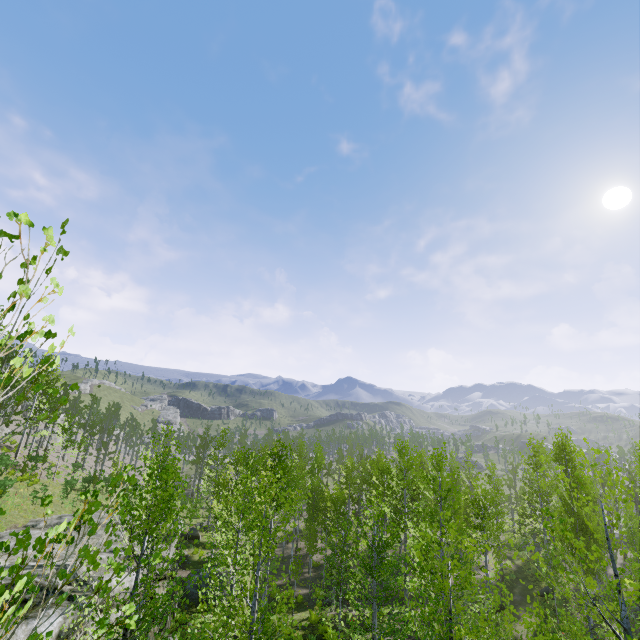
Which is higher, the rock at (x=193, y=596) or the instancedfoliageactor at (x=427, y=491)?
the instancedfoliageactor at (x=427, y=491)

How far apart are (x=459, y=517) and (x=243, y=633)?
10.5 meters

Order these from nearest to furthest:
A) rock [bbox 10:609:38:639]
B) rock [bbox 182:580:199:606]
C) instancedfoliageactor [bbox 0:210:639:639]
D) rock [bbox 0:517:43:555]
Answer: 1. instancedfoliageactor [bbox 0:210:639:639]
2. rock [bbox 10:609:38:639]
3. rock [bbox 0:517:43:555]
4. rock [bbox 182:580:199:606]

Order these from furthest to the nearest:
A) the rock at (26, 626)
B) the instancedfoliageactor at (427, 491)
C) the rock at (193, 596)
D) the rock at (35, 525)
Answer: the rock at (193, 596)
the rock at (35, 525)
the rock at (26, 626)
the instancedfoliageactor at (427, 491)

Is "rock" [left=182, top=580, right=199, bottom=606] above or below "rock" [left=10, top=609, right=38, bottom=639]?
below

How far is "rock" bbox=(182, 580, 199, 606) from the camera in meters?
19.7

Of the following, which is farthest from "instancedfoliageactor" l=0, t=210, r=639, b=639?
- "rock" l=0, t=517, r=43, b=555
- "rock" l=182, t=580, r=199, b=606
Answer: "rock" l=182, t=580, r=199, b=606
